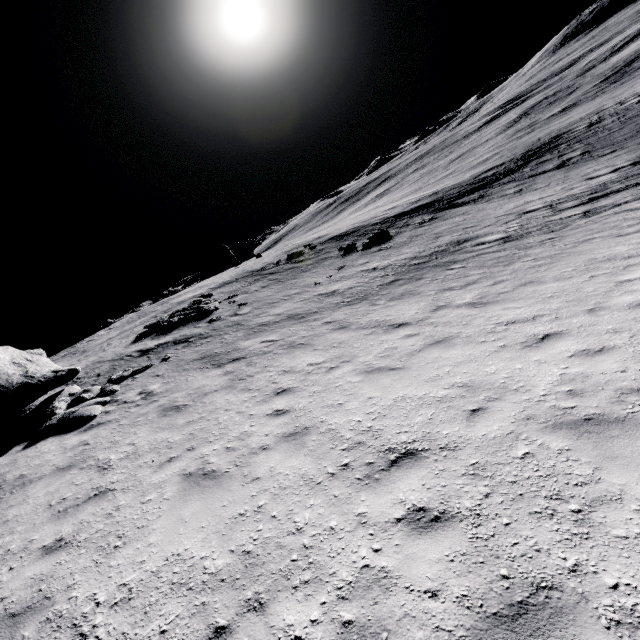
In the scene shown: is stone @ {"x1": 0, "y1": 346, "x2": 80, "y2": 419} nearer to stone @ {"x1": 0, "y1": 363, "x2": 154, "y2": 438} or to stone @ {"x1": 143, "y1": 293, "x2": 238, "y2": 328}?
stone @ {"x1": 0, "y1": 363, "x2": 154, "y2": 438}

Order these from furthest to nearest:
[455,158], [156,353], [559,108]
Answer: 1. [455,158]
2. [559,108]
3. [156,353]

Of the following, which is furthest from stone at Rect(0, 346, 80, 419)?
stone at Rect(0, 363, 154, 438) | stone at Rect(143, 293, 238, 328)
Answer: stone at Rect(143, 293, 238, 328)

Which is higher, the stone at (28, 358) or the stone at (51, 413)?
the stone at (28, 358)

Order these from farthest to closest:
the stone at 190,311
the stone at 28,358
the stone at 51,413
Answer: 1. the stone at 190,311
2. the stone at 28,358
3. the stone at 51,413

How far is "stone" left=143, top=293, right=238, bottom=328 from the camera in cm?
2044

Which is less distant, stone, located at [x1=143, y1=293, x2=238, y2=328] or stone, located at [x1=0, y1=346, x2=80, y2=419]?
stone, located at [x1=0, y1=346, x2=80, y2=419]
